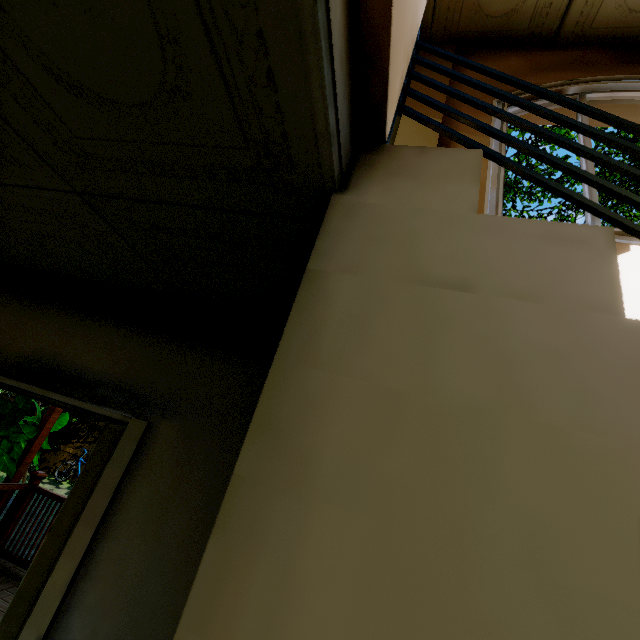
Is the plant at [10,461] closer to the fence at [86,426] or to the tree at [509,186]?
the fence at [86,426]

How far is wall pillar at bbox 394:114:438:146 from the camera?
2.3m

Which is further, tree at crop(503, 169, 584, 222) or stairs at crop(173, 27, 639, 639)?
tree at crop(503, 169, 584, 222)

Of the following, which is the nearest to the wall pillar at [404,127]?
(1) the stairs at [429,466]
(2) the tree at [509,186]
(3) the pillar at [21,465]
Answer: (1) the stairs at [429,466]

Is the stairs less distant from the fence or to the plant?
the plant

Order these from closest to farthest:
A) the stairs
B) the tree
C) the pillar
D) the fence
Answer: the stairs → the pillar → the tree → the fence

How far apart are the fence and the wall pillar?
11.8 meters

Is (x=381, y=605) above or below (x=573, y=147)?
below
